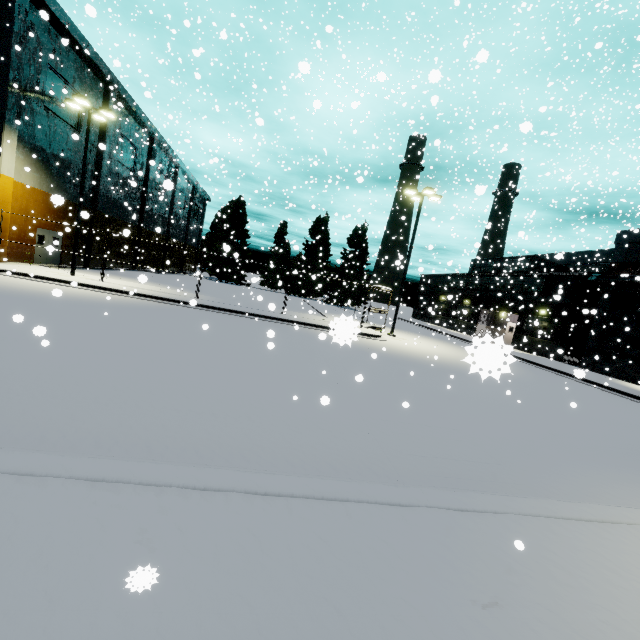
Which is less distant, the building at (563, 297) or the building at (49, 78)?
the building at (49, 78)

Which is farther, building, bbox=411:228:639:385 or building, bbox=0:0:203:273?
building, bbox=411:228:639:385

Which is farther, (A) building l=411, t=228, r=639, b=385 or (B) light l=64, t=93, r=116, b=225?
(A) building l=411, t=228, r=639, b=385

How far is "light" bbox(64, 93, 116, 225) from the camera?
17.6m

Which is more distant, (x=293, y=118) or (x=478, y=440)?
(x=293, y=118)

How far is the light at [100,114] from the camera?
17.6m
